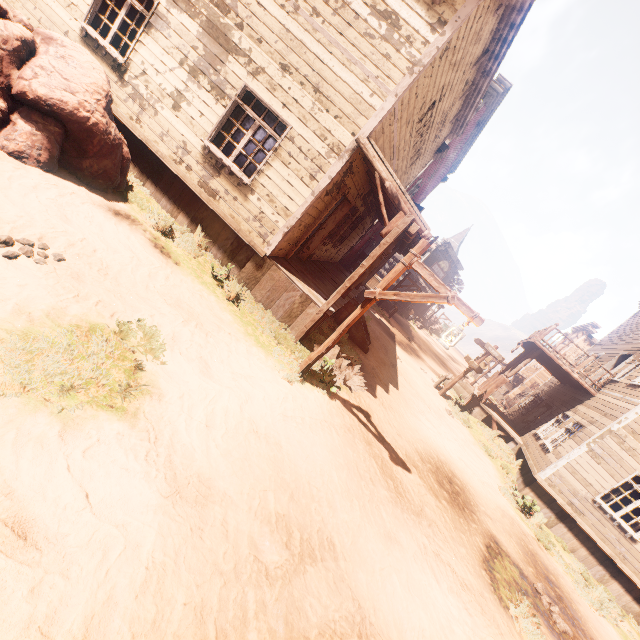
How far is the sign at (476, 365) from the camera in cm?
1423

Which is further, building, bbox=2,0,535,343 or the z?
building, bbox=2,0,535,343

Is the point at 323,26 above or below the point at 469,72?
below

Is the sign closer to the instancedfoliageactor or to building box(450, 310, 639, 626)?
building box(450, 310, 639, 626)

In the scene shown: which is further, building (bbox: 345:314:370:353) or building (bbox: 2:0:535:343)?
building (bbox: 345:314:370:353)

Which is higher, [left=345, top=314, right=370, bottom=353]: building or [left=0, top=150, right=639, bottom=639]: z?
[left=345, top=314, right=370, bottom=353]: building

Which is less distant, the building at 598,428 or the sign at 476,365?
the building at 598,428
